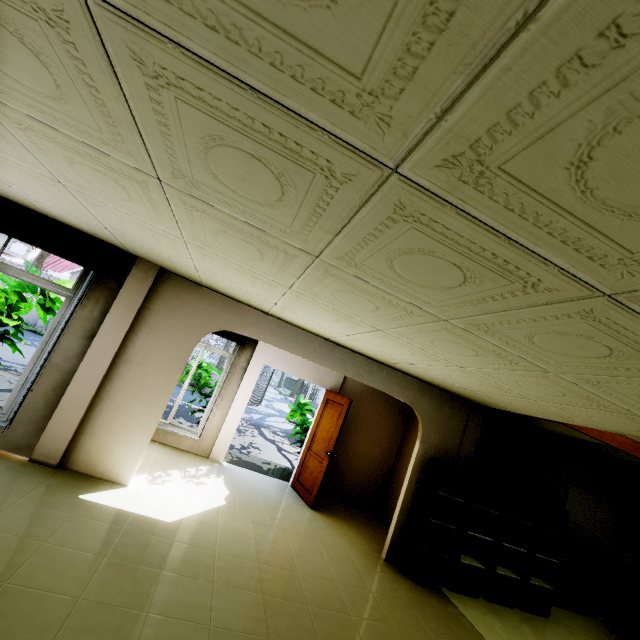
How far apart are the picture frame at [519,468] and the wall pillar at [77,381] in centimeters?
596cm

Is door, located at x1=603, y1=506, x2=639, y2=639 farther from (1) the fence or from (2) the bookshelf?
(1) the fence

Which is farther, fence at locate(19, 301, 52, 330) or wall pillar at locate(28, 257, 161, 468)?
fence at locate(19, 301, 52, 330)

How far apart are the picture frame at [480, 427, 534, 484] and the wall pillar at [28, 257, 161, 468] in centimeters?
596cm

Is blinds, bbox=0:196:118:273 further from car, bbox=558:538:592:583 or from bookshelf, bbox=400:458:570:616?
car, bbox=558:538:592:583

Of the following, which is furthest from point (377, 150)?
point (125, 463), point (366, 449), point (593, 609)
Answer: point (593, 609)

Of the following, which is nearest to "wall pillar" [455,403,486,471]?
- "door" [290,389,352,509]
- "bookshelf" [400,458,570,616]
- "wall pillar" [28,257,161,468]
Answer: "bookshelf" [400,458,570,616]

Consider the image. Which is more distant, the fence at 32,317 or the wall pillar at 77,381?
the fence at 32,317
